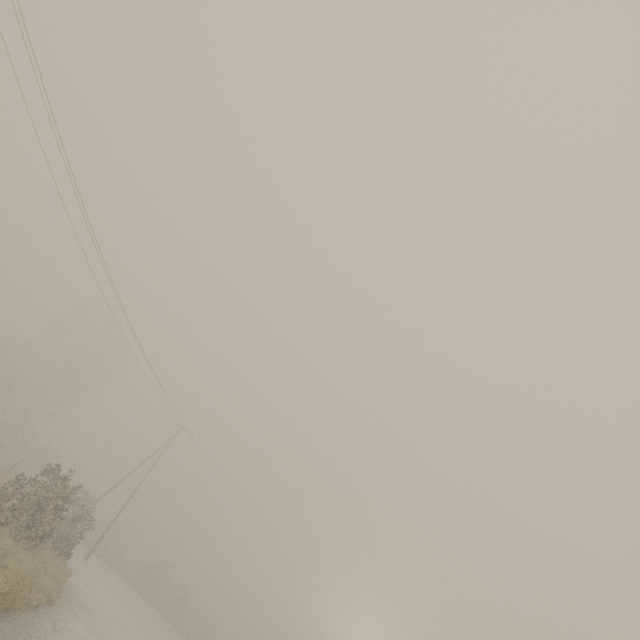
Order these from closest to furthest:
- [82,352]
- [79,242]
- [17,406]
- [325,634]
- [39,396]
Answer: [79,242]
[17,406]
[82,352]
[39,396]
[325,634]
